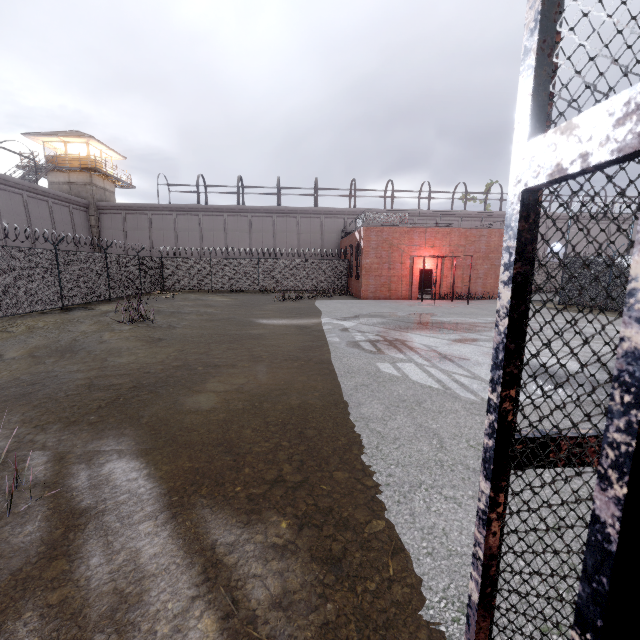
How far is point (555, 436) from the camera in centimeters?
109cm

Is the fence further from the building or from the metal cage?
the building

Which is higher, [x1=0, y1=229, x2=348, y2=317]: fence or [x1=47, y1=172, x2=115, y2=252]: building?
[x1=47, y1=172, x2=115, y2=252]: building

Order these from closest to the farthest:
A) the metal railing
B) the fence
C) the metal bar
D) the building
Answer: the metal bar → the fence → the metal railing → the building

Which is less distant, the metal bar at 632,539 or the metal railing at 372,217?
the metal bar at 632,539

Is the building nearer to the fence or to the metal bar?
the fence

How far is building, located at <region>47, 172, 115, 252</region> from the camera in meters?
30.8

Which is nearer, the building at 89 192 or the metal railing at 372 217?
the metal railing at 372 217
